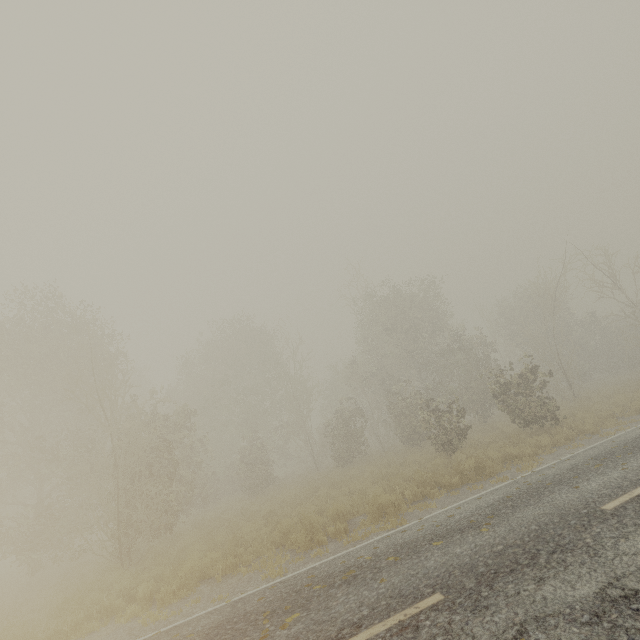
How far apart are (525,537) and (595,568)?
1.4 meters
